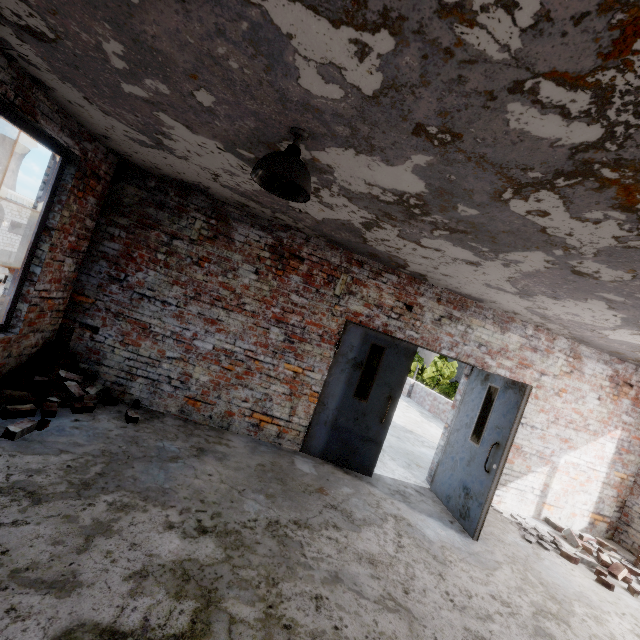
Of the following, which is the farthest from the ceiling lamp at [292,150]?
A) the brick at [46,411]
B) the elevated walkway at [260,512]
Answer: the brick at [46,411]

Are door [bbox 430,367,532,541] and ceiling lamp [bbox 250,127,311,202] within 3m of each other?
no

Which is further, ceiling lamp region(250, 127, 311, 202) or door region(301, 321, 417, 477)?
door region(301, 321, 417, 477)

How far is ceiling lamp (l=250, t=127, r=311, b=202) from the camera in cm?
199

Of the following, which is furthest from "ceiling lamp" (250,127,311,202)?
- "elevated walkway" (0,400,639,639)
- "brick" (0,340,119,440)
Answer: "brick" (0,340,119,440)

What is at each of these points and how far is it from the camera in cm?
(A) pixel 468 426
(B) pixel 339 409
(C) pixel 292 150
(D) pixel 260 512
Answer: (A) door, 500
(B) door, 500
(C) ceiling lamp, 212
(D) elevated walkway, 326

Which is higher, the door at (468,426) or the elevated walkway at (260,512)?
the door at (468,426)
